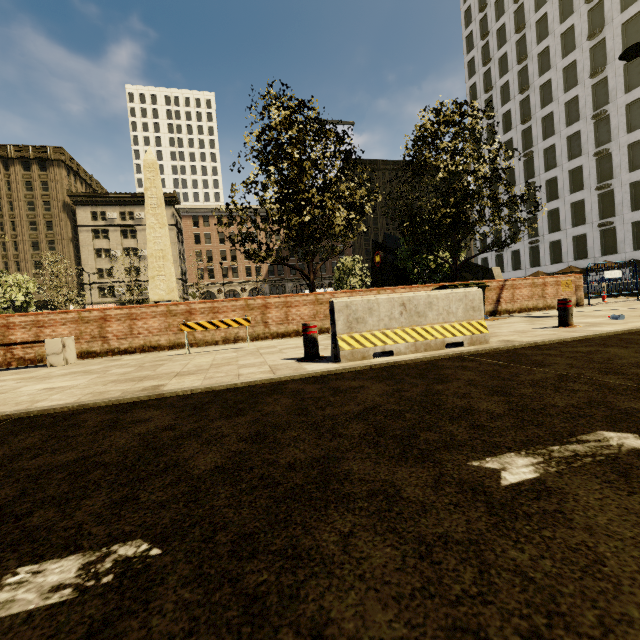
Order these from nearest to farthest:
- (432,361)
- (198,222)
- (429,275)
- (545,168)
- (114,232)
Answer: (432,361), (429,275), (545,168), (114,232), (198,222)

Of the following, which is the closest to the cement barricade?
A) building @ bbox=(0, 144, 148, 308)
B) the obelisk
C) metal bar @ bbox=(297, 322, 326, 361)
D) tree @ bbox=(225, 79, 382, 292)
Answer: metal bar @ bbox=(297, 322, 326, 361)

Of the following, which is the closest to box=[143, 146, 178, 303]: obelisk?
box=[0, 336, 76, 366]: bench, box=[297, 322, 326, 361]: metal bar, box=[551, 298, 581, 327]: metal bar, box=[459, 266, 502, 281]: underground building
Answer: box=[0, 336, 76, 366]: bench

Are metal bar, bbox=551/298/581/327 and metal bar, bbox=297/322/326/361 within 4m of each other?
no

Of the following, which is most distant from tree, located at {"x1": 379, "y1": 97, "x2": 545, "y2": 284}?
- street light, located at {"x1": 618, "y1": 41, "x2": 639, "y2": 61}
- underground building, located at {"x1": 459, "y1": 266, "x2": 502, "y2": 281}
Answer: street light, located at {"x1": 618, "y1": 41, "x2": 639, "y2": 61}

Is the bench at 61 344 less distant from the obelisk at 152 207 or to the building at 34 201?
the obelisk at 152 207

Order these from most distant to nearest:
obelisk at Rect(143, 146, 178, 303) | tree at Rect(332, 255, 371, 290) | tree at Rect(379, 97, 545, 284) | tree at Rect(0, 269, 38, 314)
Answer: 1. tree at Rect(332, 255, 371, 290)
2. tree at Rect(0, 269, 38, 314)
3. obelisk at Rect(143, 146, 178, 303)
4. tree at Rect(379, 97, 545, 284)

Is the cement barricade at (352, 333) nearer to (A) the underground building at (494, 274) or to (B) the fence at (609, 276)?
(B) the fence at (609, 276)
